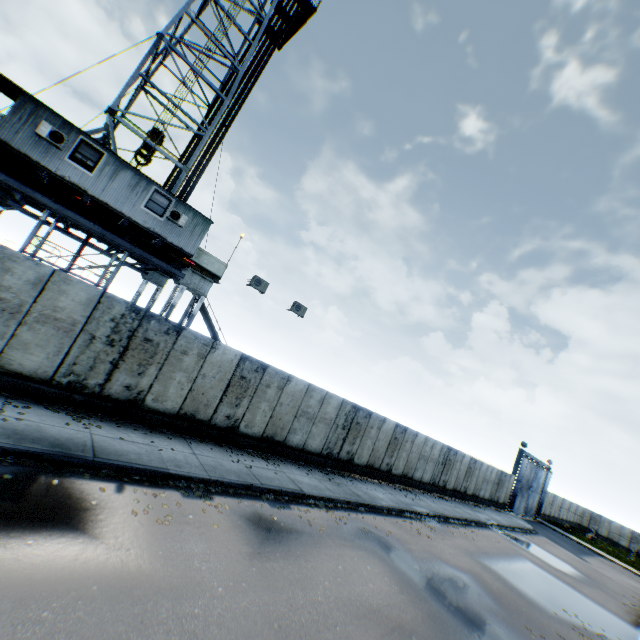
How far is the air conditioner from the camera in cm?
1562

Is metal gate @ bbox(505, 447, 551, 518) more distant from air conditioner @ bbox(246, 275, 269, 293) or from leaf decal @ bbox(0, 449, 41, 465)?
leaf decal @ bbox(0, 449, 41, 465)

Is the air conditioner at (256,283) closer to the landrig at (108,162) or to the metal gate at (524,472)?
the landrig at (108,162)

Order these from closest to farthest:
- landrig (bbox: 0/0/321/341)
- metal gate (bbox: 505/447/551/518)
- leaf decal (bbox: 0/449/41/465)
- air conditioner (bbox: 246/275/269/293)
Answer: leaf decal (bbox: 0/449/41/465)
landrig (bbox: 0/0/321/341)
air conditioner (bbox: 246/275/269/293)
metal gate (bbox: 505/447/551/518)

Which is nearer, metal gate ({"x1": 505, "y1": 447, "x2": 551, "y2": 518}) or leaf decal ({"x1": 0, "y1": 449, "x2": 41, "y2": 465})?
leaf decal ({"x1": 0, "y1": 449, "x2": 41, "y2": 465})

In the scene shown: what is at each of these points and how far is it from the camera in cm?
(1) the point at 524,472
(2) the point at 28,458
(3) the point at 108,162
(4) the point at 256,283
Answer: (1) metal gate, 3334
(2) leaf decal, 642
(3) landrig, 1187
(4) air conditioner, 1568

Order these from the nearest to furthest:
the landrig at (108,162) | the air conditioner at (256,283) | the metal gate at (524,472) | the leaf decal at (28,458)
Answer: the leaf decal at (28,458)
the landrig at (108,162)
the air conditioner at (256,283)
the metal gate at (524,472)

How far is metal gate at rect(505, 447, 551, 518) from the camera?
32.1m
